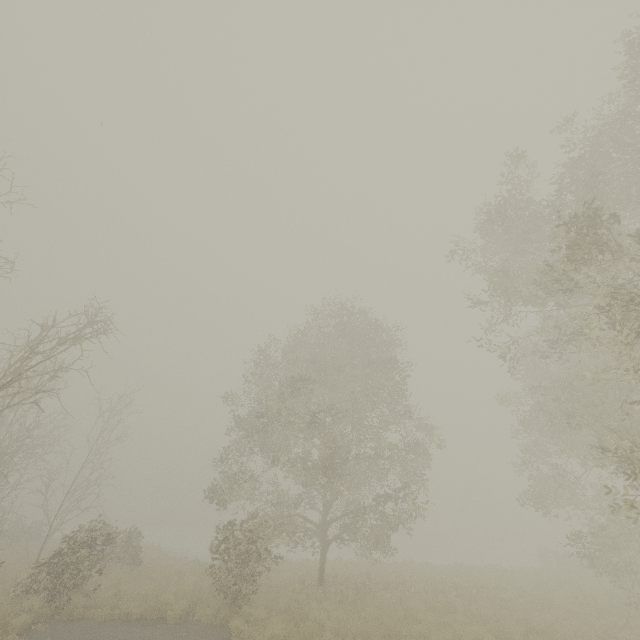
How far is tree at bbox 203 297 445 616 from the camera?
13.9 meters

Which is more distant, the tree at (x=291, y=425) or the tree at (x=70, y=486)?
the tree at (x=291, y=425)

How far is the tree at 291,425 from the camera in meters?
13.9 m

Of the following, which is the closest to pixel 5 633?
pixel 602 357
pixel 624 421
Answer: pixel 602 357

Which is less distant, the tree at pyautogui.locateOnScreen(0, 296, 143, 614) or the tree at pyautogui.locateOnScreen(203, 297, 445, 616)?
the tree at pyautogui.locateOnScreen(0, 296, 143, 614)
